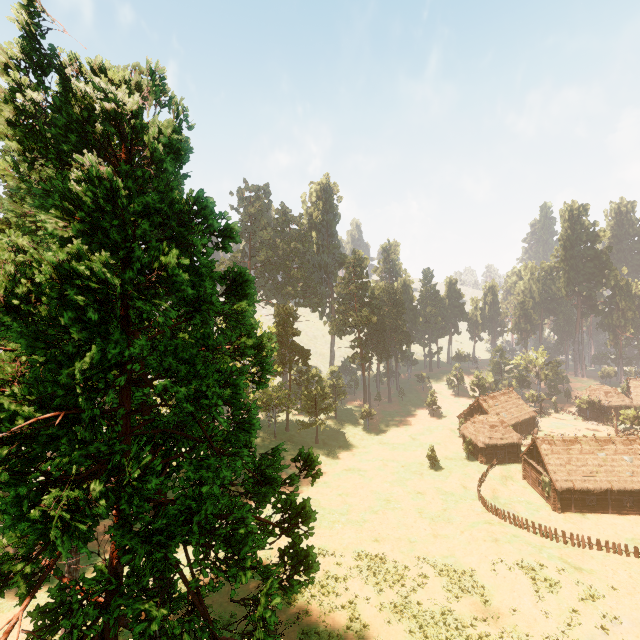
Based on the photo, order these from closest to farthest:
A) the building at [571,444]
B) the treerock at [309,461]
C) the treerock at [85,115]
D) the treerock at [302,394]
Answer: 1. the treerock at [85,115]
2. the treerock at [309,461]
3. the building at [571,444]
4. the treerock at [302,394]

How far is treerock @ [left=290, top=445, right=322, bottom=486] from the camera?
11.9 meters

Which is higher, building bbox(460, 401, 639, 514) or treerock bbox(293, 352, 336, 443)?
treerock bbox(293, 352, 336, 443)

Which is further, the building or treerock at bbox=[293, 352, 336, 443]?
treerock at bbox=[293, 352, 336, 443]

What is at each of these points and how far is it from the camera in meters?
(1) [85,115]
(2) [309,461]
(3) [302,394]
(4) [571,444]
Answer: (1) treerock, 7.8 m
(2) treerock, 12.0 m
(3) treerock, 57.7 m
(4) building, 42.1 m

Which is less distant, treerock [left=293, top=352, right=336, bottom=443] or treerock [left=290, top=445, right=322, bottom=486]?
treerock [left=290, top=445, right=322, bottom=486]

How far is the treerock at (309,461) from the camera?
11.9 meters
